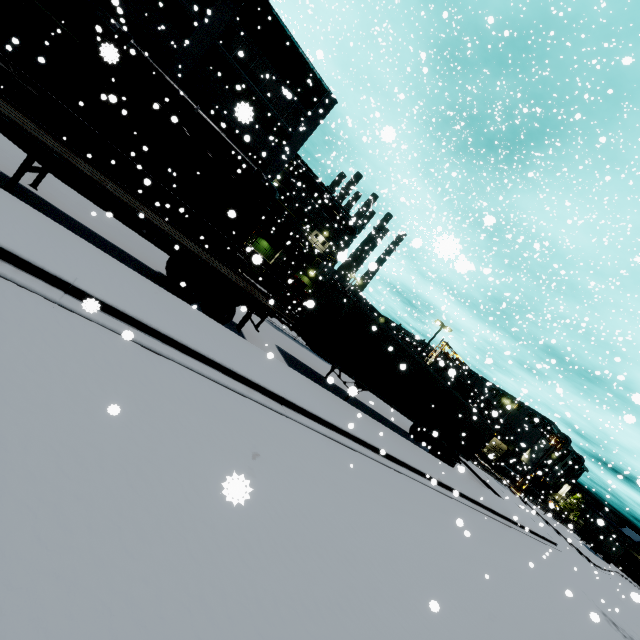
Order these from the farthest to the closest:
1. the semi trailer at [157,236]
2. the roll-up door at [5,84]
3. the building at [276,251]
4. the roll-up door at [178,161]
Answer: the building at [276,251]
the roll-up door at [178,161]
the roll-up door at [5,84]
the semi trailer at [157,236]

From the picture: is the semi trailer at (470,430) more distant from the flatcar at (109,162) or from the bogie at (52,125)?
the bogie at (52,125)

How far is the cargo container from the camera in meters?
50.0 m

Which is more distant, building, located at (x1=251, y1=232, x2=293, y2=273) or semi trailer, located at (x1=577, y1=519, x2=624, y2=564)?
semi trailer, located at (x1=577, y1=519, x2=624, y2=564)

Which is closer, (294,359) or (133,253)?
(133,253)

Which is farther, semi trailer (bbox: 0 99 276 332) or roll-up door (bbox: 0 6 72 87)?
roll-up door (bbox: 0 6 72 87)

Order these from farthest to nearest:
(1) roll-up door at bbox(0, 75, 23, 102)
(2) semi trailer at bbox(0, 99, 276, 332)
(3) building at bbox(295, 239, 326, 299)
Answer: (3) building at bbox(295, 239, 326, 299), (1) roll-up door at bbox(0, 75, 23, 102), (2) semi trailer at bbox(0, 99, 276, 332)

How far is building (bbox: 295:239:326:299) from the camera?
37.2m
